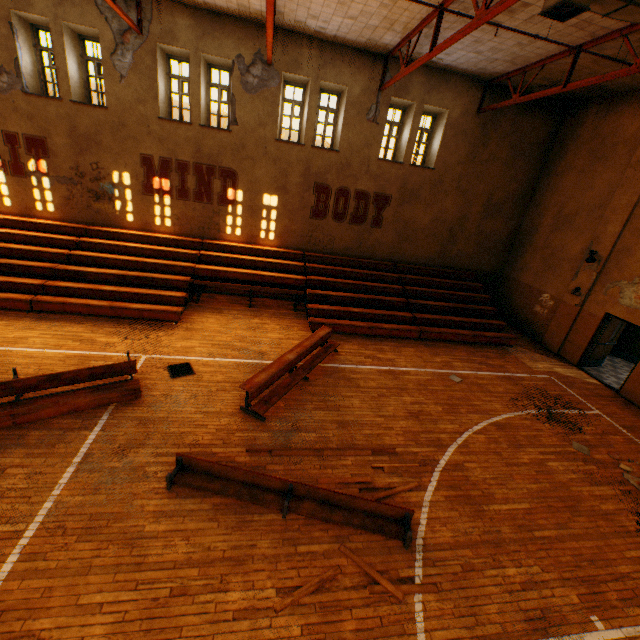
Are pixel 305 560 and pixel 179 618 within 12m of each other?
yes

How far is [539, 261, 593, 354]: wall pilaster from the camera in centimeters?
1153cm

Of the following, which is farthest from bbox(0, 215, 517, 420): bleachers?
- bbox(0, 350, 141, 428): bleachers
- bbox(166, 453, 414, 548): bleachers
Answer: bbox(166, 453, 414, 548): bleachers

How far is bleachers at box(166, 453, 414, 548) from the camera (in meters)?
5.03

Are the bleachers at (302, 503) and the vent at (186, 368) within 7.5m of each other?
yes

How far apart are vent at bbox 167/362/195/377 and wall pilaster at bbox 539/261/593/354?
13.00m

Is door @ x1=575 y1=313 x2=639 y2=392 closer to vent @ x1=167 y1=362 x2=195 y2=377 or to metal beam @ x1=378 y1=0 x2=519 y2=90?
metal beam @ x1=378 y1=0 x2=519 y2=90

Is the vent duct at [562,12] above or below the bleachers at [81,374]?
above
